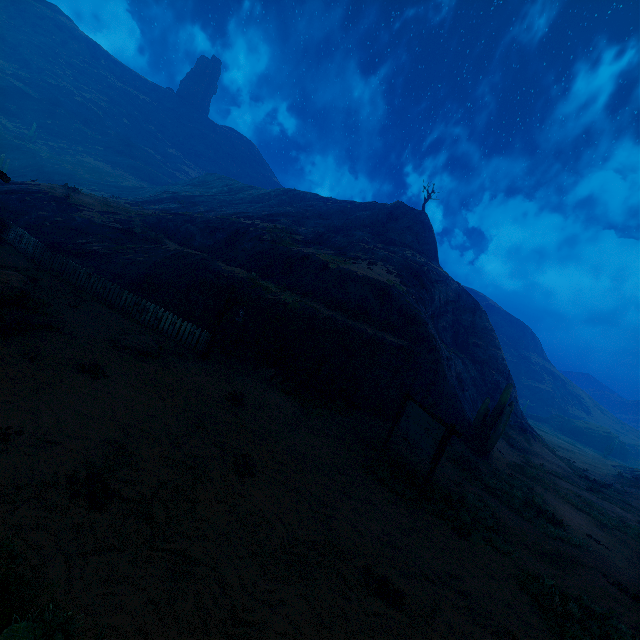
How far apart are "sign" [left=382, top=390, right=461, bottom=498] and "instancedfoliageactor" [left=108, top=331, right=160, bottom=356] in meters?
8.5 m

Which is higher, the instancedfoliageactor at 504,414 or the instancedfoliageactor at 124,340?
the instancedfoliageactor at 504,414

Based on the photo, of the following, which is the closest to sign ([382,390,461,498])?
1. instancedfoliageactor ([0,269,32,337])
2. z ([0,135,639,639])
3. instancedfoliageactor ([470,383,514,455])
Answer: z ([0,135,639,639])

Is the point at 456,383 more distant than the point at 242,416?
Yes

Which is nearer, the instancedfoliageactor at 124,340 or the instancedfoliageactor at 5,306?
the instancedfoliageactor at 5,306

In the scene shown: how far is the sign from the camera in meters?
8.9

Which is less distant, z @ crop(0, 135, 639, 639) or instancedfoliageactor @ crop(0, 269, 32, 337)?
z @ crop(0, 135, 639, 639)

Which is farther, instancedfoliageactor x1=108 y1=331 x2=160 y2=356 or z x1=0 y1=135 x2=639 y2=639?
instancedfoliageactor x1=108 y1=331 x2=160 y2=356
